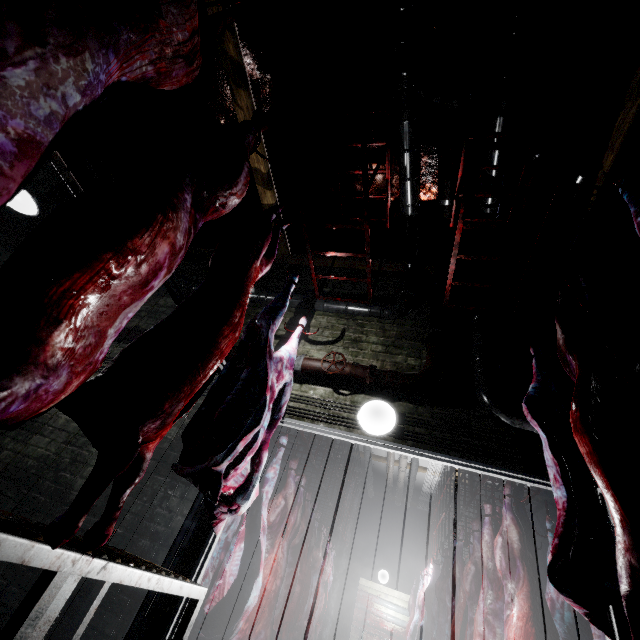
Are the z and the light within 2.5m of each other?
no

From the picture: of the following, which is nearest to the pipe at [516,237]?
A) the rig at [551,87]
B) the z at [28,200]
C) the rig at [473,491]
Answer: the rig at [551,87]

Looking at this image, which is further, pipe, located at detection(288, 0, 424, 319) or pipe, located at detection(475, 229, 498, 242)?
pipe, located at detection(475, 229, 498, 242)

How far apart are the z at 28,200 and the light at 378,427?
3.1 meters

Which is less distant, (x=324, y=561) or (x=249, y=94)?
(x=249, y=94)

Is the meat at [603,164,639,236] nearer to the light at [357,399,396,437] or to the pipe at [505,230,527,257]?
the pipe at [505,230,527,257]

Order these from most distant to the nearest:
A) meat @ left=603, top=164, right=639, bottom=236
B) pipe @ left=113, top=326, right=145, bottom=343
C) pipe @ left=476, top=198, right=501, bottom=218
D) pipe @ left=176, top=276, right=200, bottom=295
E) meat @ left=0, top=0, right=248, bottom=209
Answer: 1. pipe @ left=176, top=276, right=200, bottom=295
2. pipe @ left=113, top=326, right=145, bottom=343
3. pipe @ left=476, top=198, right=501, bottom=218
4. meat @ left=603, top=164, right=639, bottom=236
5. meat @ left=0, top=0, right=248, bottom=209
